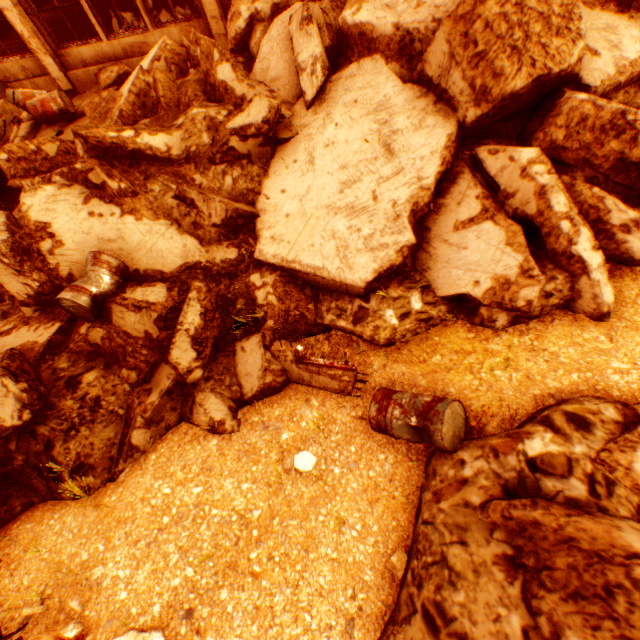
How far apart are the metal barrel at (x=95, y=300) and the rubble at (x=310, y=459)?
3.2m

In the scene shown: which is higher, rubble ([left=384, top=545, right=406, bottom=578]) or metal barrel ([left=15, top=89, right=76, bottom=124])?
metal barrel ([left=15, top=89, right=76, bottom=124])

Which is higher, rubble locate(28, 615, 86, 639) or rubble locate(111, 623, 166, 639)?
rubble locate(28, 615, 86, 639)

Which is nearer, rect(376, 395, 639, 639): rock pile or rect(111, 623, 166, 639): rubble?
rect(376, 395, 639, 639): rock pile

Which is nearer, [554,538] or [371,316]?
[554,538]

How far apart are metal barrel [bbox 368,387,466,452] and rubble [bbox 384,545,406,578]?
1.0 meters

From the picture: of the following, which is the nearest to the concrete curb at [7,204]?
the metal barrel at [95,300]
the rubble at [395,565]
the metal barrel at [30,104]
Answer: the metal barrel at [30,104]

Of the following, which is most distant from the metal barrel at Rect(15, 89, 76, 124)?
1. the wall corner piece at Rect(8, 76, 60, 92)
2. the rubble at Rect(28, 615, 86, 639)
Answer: the rubble at Rect(28, 615, 86, 639)
